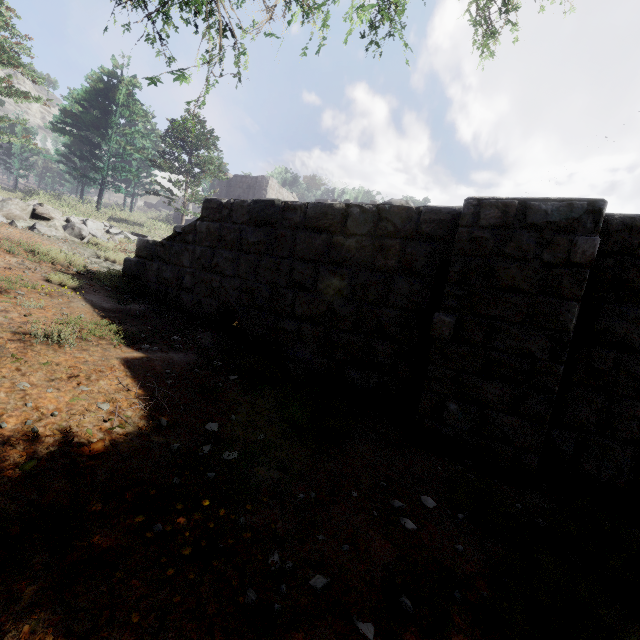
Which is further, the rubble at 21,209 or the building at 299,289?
the rubble at 21,209

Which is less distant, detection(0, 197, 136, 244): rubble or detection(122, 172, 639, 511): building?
detection(122, 172, 639, 511): building

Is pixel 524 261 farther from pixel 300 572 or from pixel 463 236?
pixel 300 572
